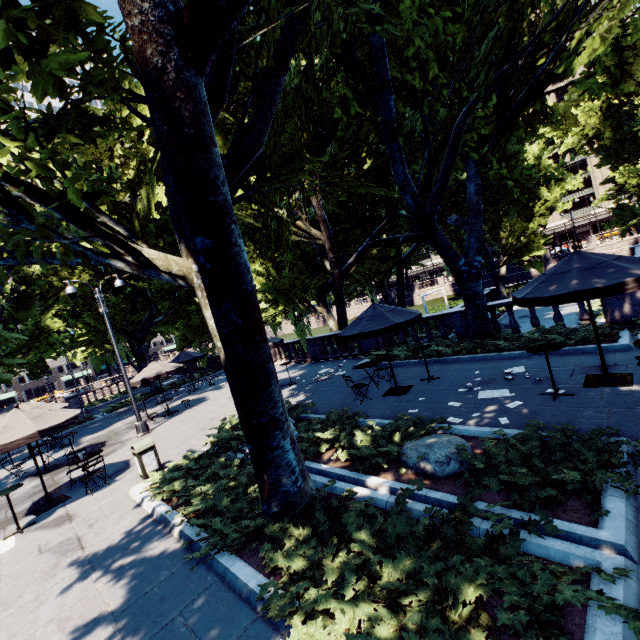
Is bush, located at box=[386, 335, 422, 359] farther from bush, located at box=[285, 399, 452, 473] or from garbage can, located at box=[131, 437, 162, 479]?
garbage can, located at box=[131, 437, 162, 479]

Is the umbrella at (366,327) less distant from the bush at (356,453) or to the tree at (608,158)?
the bush at (356,453)

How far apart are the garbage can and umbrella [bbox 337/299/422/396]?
6.3m

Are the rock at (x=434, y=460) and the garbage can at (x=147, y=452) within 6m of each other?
no

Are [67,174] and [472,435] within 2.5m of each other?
no

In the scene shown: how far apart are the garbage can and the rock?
7.35m

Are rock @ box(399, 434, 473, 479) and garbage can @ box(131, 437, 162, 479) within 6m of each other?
no

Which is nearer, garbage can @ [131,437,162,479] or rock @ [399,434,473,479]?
rock @ [399,434,473,479]
